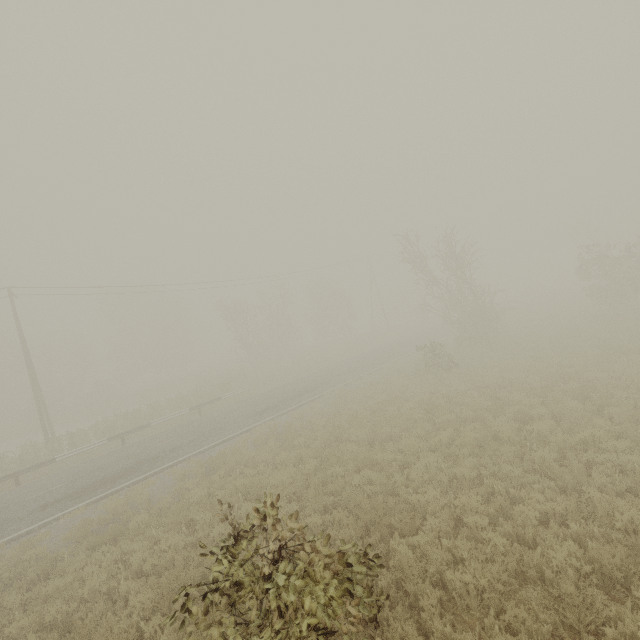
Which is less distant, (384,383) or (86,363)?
(384,383)
